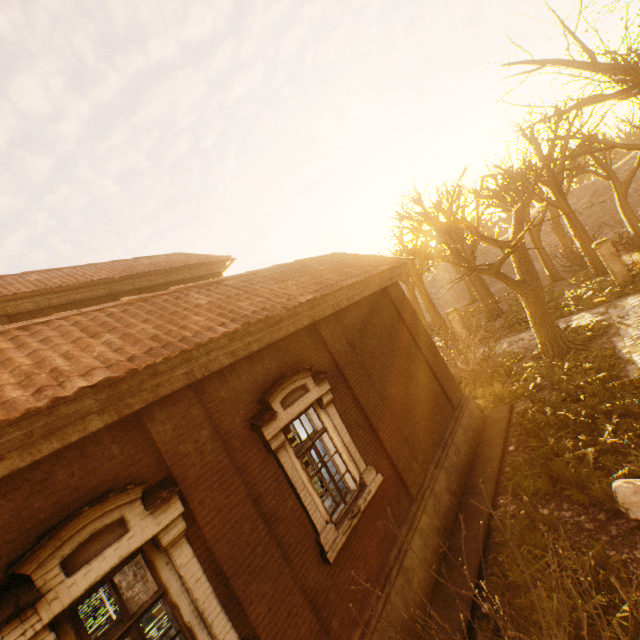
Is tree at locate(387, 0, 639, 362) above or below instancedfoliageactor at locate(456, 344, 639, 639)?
above

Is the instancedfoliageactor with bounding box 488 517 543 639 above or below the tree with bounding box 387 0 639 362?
below

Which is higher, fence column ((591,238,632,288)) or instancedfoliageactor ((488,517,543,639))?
fence column ((591,238,632,288))

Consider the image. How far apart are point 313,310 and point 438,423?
5.4 meters

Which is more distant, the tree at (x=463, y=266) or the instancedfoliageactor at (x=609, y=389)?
the tree at (x=463, y=266)

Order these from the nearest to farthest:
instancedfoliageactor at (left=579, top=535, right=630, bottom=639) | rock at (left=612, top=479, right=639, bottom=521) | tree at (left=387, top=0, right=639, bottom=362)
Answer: instancedfoliageactor at (left=579, top=535, right=630, bottom=639), rock at (left=612, top=479, right=639, bottom=521), tree at (left=387, top=0, right=639, bottom=362)

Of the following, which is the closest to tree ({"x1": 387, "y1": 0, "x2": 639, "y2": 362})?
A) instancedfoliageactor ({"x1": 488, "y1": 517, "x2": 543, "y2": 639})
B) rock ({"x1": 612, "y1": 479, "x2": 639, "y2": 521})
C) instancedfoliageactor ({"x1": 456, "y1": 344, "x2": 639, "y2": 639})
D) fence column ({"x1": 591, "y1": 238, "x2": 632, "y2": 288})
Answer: instancedfoliageactor ({"x1": 456, "y1": 344, "x2": 639, "y2": 639})

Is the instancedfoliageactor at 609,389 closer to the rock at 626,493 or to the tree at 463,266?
the rock at 626,493
